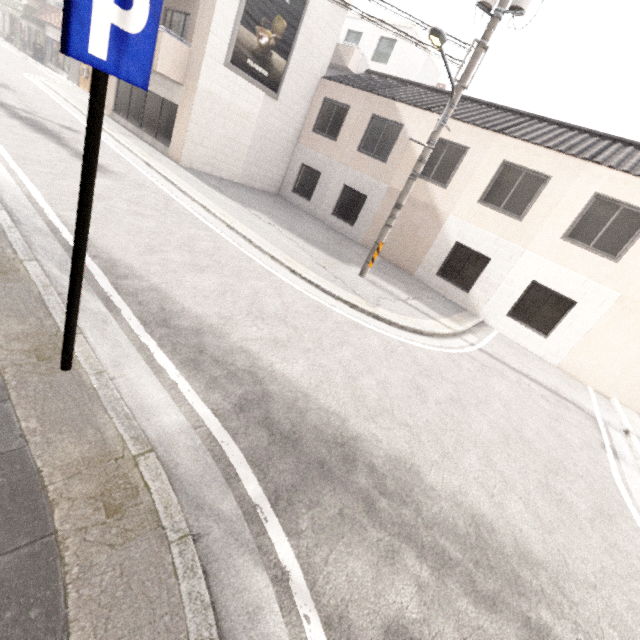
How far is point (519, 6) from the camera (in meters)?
6.80

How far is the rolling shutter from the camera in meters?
22.3

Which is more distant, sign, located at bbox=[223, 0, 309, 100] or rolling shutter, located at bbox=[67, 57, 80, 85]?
rolling shutter, located at bbox=[67, 57, 80, 85]

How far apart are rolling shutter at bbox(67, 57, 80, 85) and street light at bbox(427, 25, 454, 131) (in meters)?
26.98

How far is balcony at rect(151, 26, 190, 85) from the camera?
11.40m

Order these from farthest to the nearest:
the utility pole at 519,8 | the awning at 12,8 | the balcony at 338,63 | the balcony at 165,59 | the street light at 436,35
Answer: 1. the awning at 12,8
2. the balcony at 338,63
3. the balcony at 165,59
4. the utility pole at 519,8
5. the street light at 436,35

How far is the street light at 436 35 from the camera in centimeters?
605cm

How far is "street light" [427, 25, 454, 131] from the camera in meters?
6.1 m
